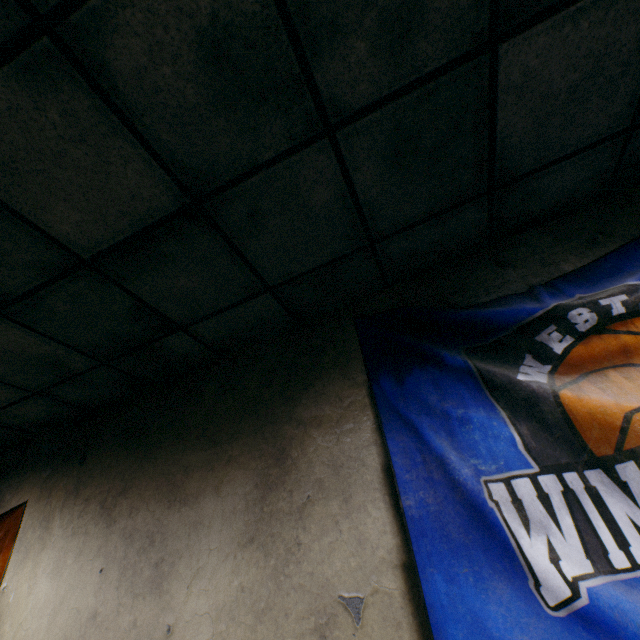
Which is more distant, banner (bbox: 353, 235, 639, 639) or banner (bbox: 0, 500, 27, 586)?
banner (bbox: 0, 500, 27, 586)

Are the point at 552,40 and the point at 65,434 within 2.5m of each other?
no

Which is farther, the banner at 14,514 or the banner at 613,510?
the banner at 14,514
